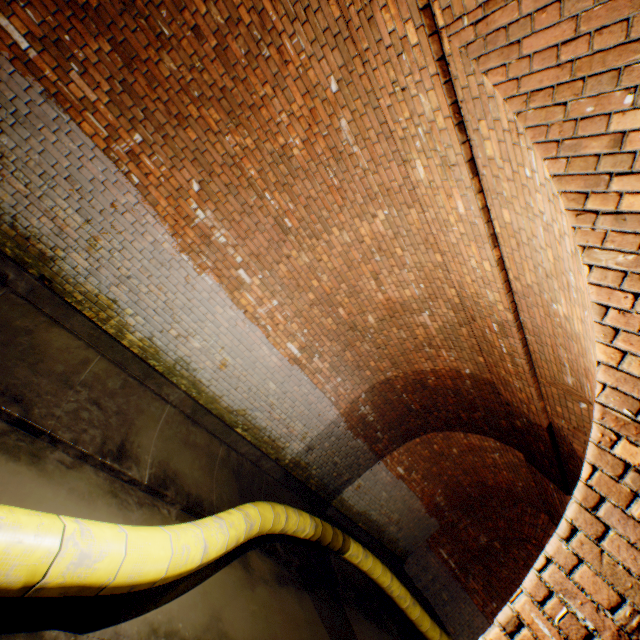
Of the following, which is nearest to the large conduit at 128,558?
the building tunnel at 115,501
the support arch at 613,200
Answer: the building tunnel at 115,501

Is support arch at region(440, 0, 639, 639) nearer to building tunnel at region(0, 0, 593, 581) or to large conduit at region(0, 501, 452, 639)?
building tunnel at region(0, 0, 593, 581)

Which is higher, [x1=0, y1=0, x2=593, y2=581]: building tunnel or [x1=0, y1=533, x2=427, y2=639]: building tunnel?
[x1=0, y1=0, x2=593, y2=581]: building tunnel

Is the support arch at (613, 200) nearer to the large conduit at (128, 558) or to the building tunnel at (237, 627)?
the building tunnel at (237, 627)

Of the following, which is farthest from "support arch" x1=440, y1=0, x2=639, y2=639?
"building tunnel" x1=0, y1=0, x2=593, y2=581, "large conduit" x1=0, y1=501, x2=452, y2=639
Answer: "large conduit" x1=0, y1=501, x2=452, y2=639

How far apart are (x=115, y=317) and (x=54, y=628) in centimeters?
331cm

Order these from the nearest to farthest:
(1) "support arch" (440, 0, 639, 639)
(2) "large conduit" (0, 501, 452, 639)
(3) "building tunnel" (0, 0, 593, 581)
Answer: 1. (1) "support arch" (440, 0, 639, 639)
2. (2) "large conduit" (0, 501, 452, 639)
3. (3) "building tunnel" (0, 0, 593, 581)
